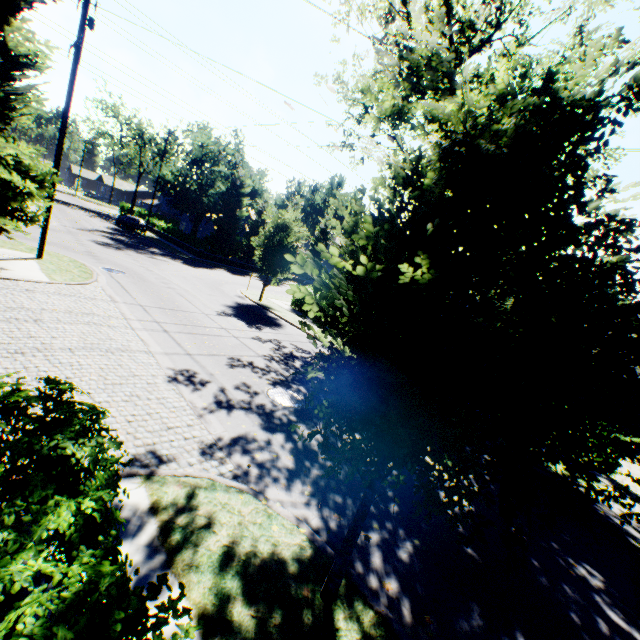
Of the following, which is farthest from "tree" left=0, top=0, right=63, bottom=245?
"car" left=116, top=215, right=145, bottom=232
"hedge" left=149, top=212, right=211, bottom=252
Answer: "car" left=116, top=215, right=145, bottom=232

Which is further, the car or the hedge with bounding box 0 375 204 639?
the car

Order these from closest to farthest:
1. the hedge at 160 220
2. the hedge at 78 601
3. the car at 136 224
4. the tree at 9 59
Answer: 1. the hedge at 78 601
2. the tree at 9 59
3. the hedge at 160 220
4. the car at 136 224

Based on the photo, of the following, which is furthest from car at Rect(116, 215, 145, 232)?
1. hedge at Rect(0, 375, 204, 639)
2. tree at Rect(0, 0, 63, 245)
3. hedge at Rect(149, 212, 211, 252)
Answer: hedge at Rect(0, 375, 204, 639)

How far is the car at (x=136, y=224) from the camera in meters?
37.2

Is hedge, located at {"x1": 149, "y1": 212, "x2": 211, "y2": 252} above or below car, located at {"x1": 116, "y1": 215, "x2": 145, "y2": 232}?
above

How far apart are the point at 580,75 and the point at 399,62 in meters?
1.5 m
